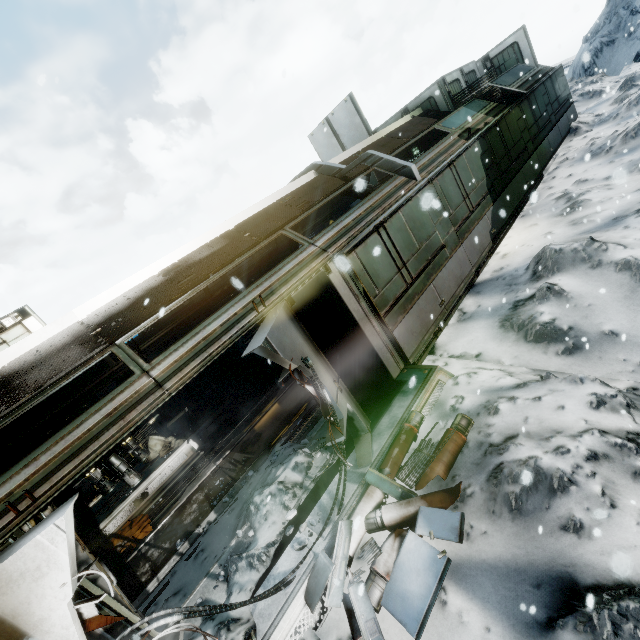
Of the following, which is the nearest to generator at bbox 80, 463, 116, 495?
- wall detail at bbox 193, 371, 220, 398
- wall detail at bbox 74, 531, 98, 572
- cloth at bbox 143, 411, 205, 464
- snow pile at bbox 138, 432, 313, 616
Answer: cloth at bbox 143, 411, 205, 464

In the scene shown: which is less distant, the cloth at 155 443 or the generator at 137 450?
the generator at 137 450

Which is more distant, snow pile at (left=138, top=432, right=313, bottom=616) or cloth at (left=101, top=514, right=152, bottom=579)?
cloth at (left=101, top=514, right=152, bottom=579)

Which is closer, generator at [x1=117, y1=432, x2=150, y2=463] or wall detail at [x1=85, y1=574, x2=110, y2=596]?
wall detail at [x1=85, y1=574, x2=110, y2=596]

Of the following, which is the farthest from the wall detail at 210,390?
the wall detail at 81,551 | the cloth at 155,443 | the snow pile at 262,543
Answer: the wall detail at 81,551

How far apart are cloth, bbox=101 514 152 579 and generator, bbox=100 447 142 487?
0.98m

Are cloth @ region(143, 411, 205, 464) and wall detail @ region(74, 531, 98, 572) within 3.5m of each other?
no

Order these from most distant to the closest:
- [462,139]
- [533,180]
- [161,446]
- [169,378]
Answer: [533,180] < [161,446] < [462,139] < [169,378]
